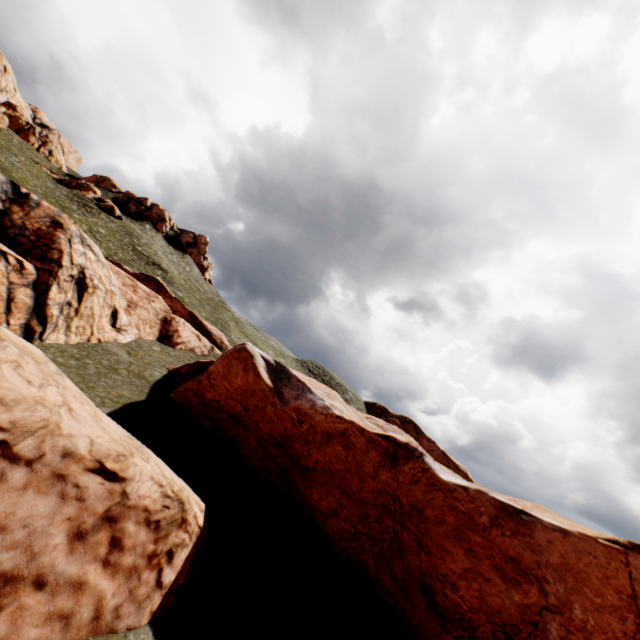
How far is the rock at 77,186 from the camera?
53.9m

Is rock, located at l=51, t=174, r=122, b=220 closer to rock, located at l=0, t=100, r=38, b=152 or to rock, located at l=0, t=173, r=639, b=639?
rock, located at l=0, t=100, r=38, b=152

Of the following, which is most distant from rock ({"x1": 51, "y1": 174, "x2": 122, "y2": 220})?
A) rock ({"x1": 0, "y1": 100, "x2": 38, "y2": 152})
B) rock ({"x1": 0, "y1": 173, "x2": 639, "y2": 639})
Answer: rock ({"x1": 0, "y1": 173, "x2": 639, "y2": 639})

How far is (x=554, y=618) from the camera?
11.15m

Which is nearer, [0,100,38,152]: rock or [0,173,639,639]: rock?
[0,173,639,639]: rock

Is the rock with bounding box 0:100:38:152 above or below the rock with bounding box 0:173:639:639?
above

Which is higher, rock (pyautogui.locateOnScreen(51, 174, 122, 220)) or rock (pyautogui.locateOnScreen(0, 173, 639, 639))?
rock (pyautogui.locateOnScreen(51, 174, 122, 220))

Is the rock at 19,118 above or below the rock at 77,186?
above
